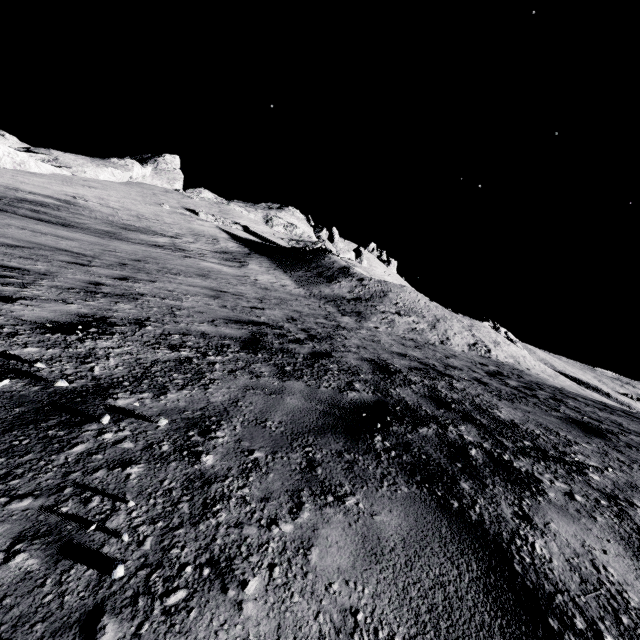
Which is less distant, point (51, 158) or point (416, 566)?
point (416, 566)
